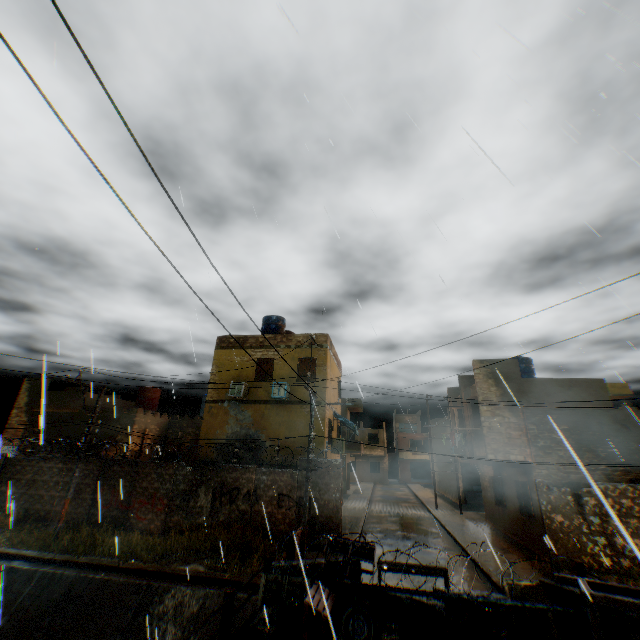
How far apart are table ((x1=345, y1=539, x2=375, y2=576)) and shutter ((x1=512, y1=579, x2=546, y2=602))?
2.84m

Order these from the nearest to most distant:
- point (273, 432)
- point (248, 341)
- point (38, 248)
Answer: point (38, 248), point (273, 432), point (248, 341)

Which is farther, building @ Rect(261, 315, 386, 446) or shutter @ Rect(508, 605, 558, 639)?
building @ Rect(261, 315, 386, 446)

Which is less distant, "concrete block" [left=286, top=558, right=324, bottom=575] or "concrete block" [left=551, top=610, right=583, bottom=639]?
"concrete block" [left=551, top=610, right=583, bottom=639]

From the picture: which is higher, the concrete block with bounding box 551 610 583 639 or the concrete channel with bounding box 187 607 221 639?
the concrete block with bounding box 551 610 583 639

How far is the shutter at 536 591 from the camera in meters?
6.9

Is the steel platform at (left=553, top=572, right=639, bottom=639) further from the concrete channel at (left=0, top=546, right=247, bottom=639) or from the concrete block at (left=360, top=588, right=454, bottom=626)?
the concrete channel at (left=0, top=546, right=247, bottom=639)

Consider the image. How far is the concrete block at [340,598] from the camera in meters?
7.4 m
